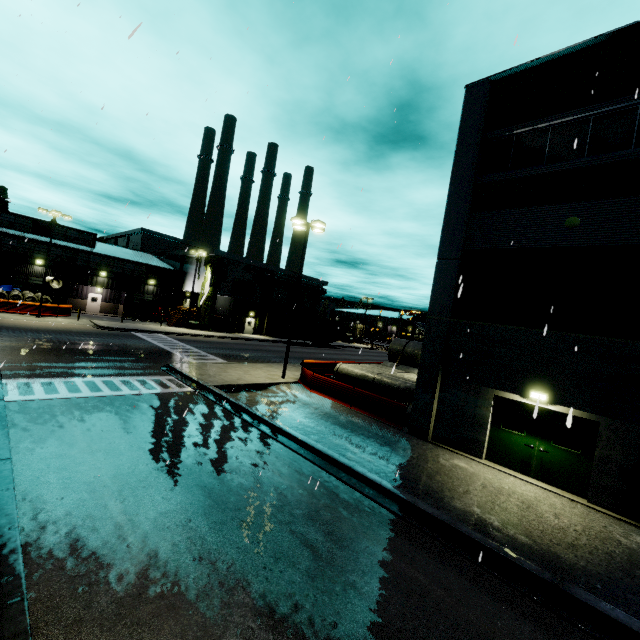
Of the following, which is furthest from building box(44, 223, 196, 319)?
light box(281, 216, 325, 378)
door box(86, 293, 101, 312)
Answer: light box(281, 216, 325, 378)

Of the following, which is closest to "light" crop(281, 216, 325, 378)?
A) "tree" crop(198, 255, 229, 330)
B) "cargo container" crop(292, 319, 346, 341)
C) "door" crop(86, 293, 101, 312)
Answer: "tree" crop(198, 255, 229, 330)

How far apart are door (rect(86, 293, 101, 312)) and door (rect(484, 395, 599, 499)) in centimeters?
4737cm

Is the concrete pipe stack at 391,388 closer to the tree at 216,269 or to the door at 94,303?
the tree at 216,269

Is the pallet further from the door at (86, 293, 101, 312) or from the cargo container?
the cargo container

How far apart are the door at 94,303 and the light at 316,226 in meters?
35.2 m

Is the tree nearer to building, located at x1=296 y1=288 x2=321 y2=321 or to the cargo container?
building, located at x1=296 y1=288 x2=321 y2=321

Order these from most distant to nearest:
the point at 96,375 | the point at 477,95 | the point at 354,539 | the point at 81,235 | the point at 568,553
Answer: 1. the point at 81,235
2. the point at 96,375
3. the point at 477,95
4. the point at 568,553
5. the point at 354,539
